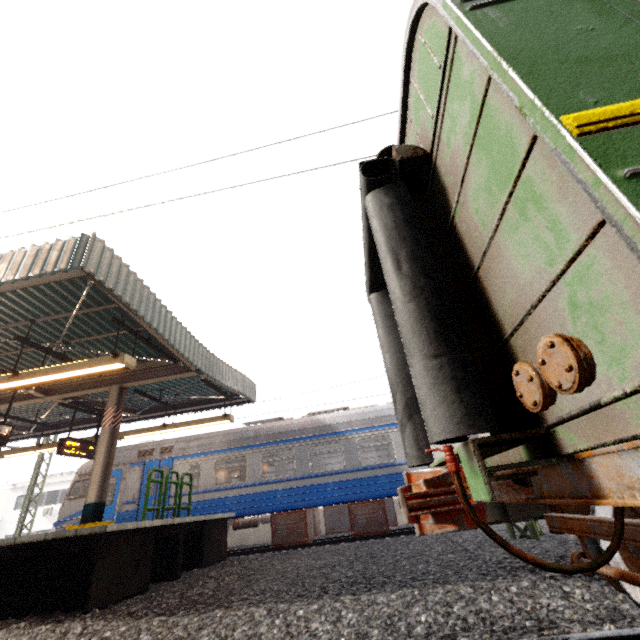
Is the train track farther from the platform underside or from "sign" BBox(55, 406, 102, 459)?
"sign" BBox(55, 406, 102, 459)

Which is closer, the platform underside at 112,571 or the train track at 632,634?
the train track at 632,634

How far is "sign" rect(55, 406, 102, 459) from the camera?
9.9 meters

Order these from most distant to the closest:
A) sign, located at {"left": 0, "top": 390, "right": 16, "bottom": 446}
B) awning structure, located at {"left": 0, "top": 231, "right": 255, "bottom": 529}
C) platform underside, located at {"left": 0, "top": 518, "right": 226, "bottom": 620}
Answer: sign, located at {"left": 0, "top": 390, "right": 16, "bottom": 446} < awning structure, located at {"left": 0, "top": 231, "right": 255, "bottom": 529} < platform underside, located at {"left": 0, "top": 518, "right": 226, "bottom": 620}

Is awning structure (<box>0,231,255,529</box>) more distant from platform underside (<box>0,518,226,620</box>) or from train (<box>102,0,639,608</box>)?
platform underside (<box>0,518,226,620</box>)

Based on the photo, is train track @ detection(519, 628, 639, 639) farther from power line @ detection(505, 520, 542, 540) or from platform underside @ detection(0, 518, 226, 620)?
power line @ detection(505, 520, 542, 540)

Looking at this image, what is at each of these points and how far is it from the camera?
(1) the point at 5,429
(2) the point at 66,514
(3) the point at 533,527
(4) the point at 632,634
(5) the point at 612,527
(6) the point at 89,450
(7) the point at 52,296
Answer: (1) sign, 8.4m
(2) train, 11.7m
(3) power line, 6.2m
(4) train track, 2.2m
(5) train, 2.3m
(6) sign, 10.8m
(7) awning structure, 6.9m

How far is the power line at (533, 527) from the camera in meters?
6.2
